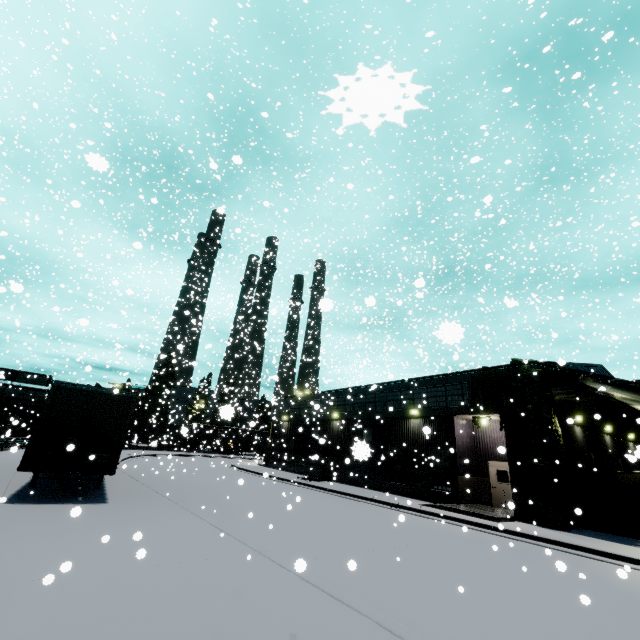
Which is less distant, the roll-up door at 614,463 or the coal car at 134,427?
the roll-up door at 614,463

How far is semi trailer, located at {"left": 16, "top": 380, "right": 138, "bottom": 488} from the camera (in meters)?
10.34

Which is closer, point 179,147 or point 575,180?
point 179,147

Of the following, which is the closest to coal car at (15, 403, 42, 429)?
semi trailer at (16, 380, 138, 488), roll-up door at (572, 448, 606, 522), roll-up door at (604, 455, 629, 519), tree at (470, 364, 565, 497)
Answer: semi trailer at (16, 380, 138, 488)

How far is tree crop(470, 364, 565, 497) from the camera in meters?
15.5

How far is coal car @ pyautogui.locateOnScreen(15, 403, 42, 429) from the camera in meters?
38.6 m

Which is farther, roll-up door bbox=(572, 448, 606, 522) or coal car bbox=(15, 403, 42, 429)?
coal car bbox=(15, 403, 42, 429)

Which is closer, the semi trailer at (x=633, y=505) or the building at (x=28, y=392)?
the semi trailer at (x=633, y=505)
